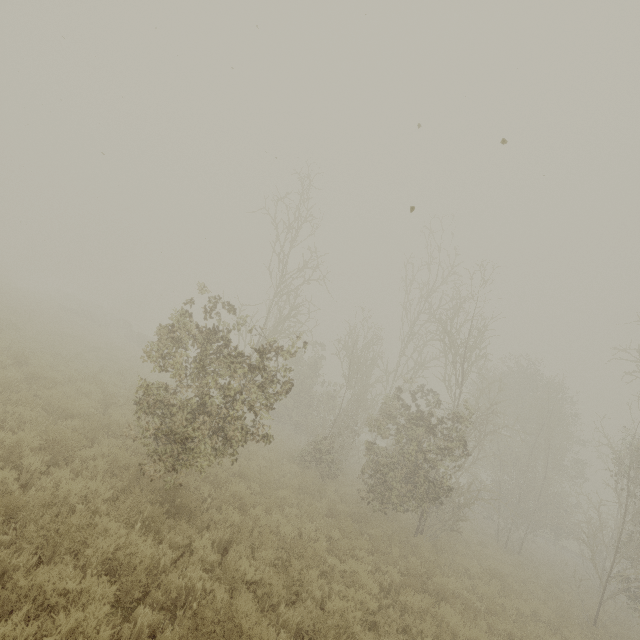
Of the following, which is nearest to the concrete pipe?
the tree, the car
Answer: the car

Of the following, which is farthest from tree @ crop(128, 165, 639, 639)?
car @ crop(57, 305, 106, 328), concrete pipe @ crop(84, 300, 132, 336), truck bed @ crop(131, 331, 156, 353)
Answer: concrete pipe @ crop(84, 300, 132, 336)

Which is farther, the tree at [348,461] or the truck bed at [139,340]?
the truck bed at [139,340]

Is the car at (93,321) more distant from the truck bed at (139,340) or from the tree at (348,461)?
the tree at (348,461)

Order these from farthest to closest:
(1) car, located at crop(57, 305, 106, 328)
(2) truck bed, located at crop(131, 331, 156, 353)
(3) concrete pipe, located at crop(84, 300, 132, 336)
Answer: (3) concrete pipe, located at crop(84, 300, 132, 336) → (1) car, located at crop(57, 305, 106, 328) → (2) truck bed, located at crop(131, 331, 156, 353)

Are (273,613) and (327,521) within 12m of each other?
yes

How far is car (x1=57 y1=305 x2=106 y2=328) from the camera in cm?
2949

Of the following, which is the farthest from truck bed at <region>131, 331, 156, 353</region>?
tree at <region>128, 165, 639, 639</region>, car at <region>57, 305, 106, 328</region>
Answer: tree at <region>128, 165, 639, 639</region>
